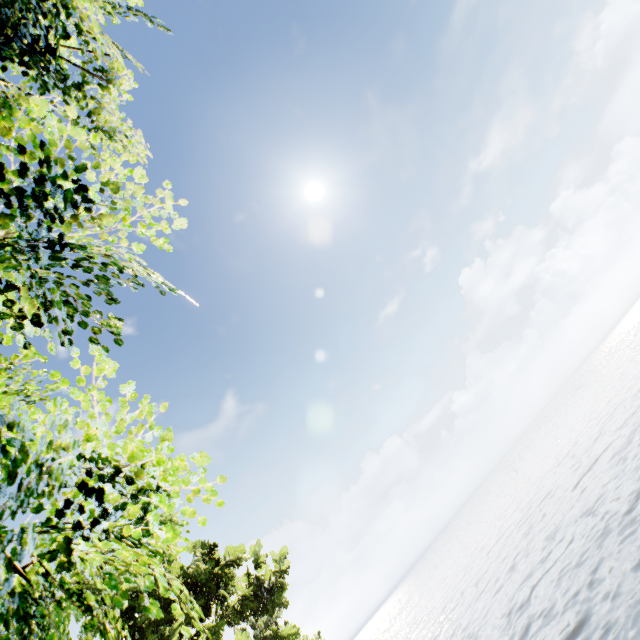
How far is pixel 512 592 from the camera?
25.0m
